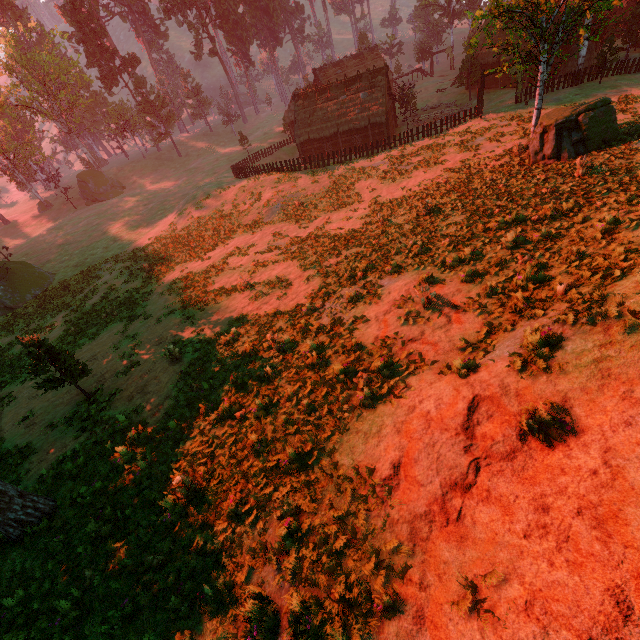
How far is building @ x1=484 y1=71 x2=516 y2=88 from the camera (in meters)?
40.84

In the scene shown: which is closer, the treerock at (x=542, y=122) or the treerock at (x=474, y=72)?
the treerock at (x=542, y=122)

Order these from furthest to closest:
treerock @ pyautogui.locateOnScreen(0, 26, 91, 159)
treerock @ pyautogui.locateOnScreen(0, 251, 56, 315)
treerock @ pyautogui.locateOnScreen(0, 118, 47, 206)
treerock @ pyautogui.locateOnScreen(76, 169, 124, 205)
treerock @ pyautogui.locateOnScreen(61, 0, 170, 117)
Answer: treerock @ pyautogui.locateOnScreen(76, 169, 124, 205)
treerock @ pyautogui.locateOnScreen(61, 0, 170, 117)
treerock @ pyautogui.locateOnScreen(0, 118, 47, 206)
treerock @ pyautogui.locateOnScreen(0, 26, 91, 159)
treerock @ pyautogui.locateOnScreen(0, 251, 56, 315)

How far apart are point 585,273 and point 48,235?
61.6 meters

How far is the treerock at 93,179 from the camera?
57.5 meters

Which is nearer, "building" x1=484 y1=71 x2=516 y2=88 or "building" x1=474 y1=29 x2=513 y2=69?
"building" x1=474 y1=29 x2=513 y2=69

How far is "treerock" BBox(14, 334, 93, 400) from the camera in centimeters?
1199cm
